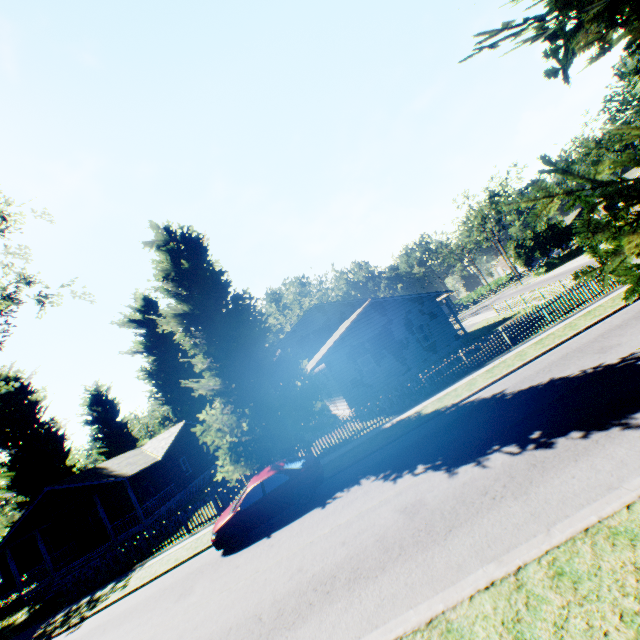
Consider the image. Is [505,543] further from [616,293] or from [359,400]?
[616,293]

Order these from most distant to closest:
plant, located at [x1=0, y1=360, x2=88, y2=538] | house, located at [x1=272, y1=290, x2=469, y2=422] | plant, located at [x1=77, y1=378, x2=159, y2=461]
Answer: plant, located at [x1=77, y1=378, x2=159, y2=461] < plant, located at [x1=0, y1=360, x2=88, y2=538] < house, located at [x1=272, y1=290, x2=469, y2=422]

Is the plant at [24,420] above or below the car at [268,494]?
above

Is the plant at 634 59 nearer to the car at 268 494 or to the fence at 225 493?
the fence at 225 493

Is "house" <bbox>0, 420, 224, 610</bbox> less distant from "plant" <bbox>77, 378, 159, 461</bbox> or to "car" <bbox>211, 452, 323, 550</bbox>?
"plant" <bbox>77, 378, 159, 461</bbox>

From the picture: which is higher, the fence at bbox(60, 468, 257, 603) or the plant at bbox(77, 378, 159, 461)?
the plant at bbox(77, 378, 159, 461)

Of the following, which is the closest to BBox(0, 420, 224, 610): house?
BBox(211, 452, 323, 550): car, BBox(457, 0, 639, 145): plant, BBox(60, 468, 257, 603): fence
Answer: BBox(457, 0, 639, 145): plant

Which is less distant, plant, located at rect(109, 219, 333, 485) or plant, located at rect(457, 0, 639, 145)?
plant, located at rect(457, 0, 639, 145)
